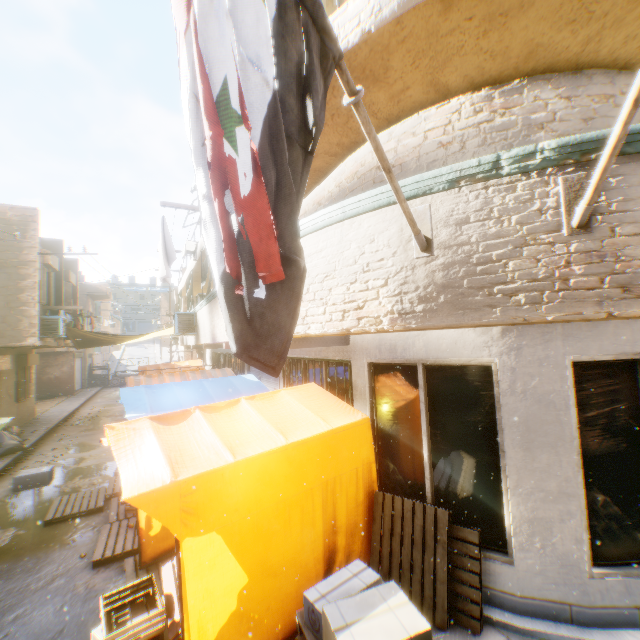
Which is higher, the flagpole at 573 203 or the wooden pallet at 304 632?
the flagpole at 573 203

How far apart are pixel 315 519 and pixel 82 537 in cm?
529

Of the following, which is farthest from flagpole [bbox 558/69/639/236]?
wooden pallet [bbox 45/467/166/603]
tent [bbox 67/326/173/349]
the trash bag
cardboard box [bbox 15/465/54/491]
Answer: cardboard box [bbox 15/465/54/491]

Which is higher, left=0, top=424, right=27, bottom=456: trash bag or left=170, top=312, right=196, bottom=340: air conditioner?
left=170, top=312, right=196, bottom=340: air conditioner

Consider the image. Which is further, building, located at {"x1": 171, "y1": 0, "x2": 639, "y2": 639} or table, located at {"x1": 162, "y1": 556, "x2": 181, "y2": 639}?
table, located at {"x1": 162, "y1": 556, "x2": 181, "y2": 639}

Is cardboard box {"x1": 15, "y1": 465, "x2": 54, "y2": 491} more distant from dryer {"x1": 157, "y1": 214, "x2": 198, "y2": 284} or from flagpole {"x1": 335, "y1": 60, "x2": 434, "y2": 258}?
flagpole {"x1": 335, "y1": 60, "x2": 434, "y2": 258}

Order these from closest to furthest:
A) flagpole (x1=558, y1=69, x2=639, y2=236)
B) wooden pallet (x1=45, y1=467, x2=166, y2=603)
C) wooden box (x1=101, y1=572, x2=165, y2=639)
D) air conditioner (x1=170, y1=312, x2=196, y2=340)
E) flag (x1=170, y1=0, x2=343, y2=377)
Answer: flag (x1=170, y1=0, x2=343, y2=377) → flagpole (x1=558, y1=69, x2=639, y2=236) → wooden box (x1=101, y1=572, x2=165, y2=639) → wooden pallet (x1=45, y1=467, x2=166, y2=603) → air conditioner (x1=170, y1=312, x2=196, y2=340)

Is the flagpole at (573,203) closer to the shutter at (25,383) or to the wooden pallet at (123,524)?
the wooden pallet at (123,524)
